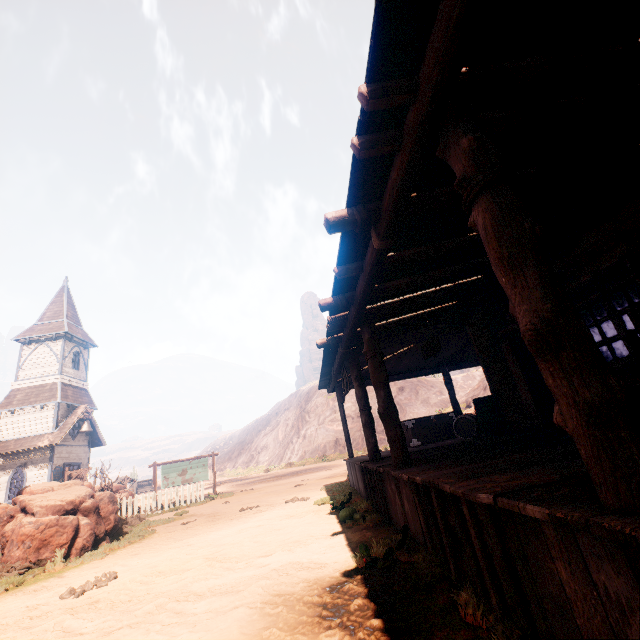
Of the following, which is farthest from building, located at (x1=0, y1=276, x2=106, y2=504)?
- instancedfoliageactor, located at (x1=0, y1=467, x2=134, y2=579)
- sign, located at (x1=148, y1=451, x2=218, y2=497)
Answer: sign, located at (x1=148, y1=451, x2=218, y2=497)

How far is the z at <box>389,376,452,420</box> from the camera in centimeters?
3984cm

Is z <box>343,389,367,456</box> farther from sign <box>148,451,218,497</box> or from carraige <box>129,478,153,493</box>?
carraige <box>129,478,153,493</box>

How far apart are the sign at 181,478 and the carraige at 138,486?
40.94m

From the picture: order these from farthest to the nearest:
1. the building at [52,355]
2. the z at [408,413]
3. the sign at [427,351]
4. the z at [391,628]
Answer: the z at [408,413], the building at [52,355], the sign at [427,351], the z at [391,628]

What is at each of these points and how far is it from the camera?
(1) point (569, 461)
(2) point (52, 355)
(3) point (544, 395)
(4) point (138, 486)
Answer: (1) building, 2.87m
(2) building, 24.91m
(3) bp, 7.61m
(4) carraige, 49.22m

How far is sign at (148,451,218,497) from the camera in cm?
1680
